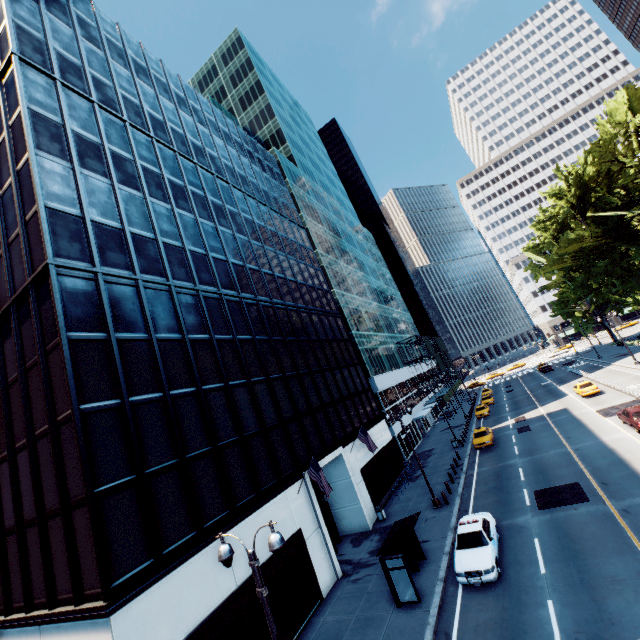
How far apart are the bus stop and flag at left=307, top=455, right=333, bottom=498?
3.6 meters

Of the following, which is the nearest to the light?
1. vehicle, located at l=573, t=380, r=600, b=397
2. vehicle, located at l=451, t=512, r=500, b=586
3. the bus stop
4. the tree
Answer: vehicle, located at l=451, t=512, r=500, b=586

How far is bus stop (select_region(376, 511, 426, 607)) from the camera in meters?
14.7 m

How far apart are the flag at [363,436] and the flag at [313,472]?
7.97m

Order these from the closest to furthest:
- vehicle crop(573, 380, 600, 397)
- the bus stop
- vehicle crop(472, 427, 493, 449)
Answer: the bus stop → vehicle crop(472, 427, 493, 449) → vehicle crop(573, 380, 600, 397)

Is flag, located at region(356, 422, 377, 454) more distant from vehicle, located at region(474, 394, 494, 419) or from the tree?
vehicle, located at region(474, 394, 494, 419)

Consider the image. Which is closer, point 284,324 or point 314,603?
point 314,603

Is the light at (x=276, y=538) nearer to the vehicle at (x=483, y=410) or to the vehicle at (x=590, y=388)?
the vehicle at (x=590, y=388)
